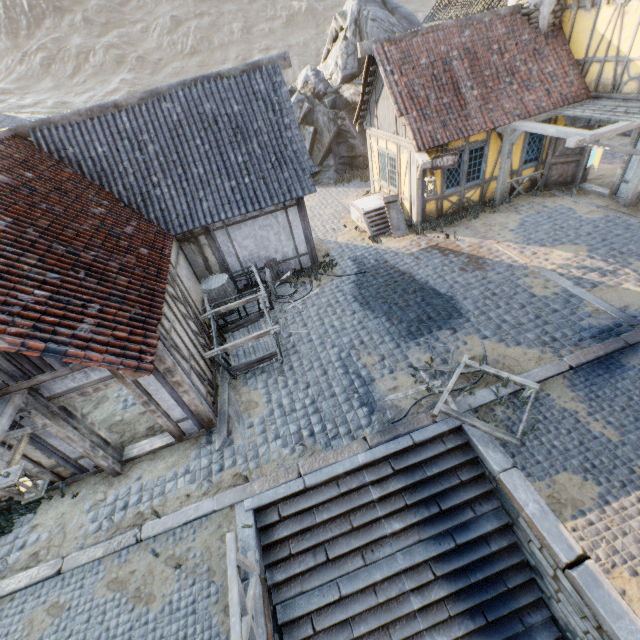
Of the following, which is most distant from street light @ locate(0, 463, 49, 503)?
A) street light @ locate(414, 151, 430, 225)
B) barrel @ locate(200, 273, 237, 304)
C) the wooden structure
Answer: street light @ locate(414, 151, 430, 225)

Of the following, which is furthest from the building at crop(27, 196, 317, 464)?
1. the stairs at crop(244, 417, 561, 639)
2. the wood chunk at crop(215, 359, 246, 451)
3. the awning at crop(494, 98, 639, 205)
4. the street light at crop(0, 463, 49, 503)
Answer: the awning at crop(494, 98, 639, 205)

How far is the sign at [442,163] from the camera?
10.56m

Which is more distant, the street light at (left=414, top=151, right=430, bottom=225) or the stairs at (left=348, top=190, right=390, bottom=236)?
the stairs at (left=348, top=190, right=390, bottom=236)

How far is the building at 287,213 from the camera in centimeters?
584cm

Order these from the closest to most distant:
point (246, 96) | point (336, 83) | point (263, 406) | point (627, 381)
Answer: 1. point (627, 381)
2. point (263, 406)
3. point (246, 96)
4. point (336, 83)

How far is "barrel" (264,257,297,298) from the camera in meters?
10.3 m

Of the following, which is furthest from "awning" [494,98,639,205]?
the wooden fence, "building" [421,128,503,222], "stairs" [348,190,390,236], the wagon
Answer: the wooden fence
